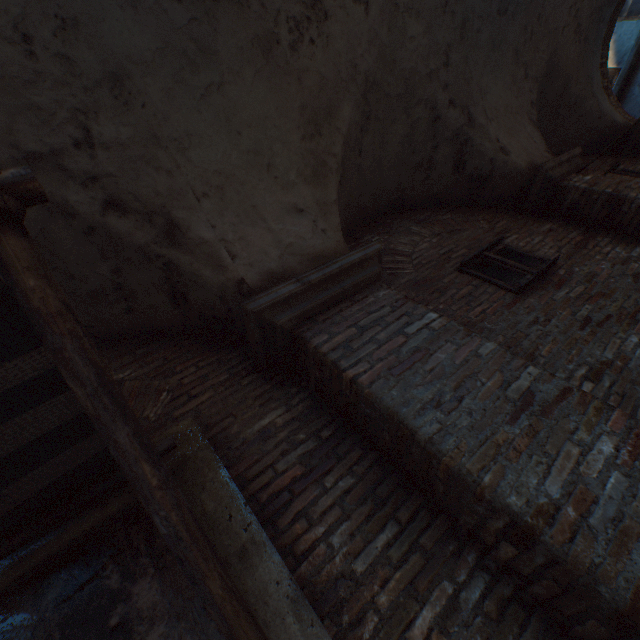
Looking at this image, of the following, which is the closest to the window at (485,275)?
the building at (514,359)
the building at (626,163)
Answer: the building at (626,163)

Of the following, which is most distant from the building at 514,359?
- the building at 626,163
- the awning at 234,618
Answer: the awning at 234,618

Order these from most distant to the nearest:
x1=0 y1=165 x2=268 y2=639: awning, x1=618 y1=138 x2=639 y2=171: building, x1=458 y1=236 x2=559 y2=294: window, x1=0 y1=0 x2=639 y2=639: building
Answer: x1=618 y1=138 x2=639 y2=171: building
x1=458 y1=236 x2=559 y2=294: window
x1=0 y1=0 x2=639 y2=639: building
x1=0 y1=165 x2=268 y2=639: awning

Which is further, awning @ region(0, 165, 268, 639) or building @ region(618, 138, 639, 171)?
building @ region(618, 138, 639, 171)

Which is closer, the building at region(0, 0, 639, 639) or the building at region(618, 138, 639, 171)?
the building at region(0, 0, 639, 639)

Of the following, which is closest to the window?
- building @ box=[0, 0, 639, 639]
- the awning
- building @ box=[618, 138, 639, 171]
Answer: building @ box=[618, 138, 639, 171]

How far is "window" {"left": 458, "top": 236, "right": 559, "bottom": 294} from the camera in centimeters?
365cm

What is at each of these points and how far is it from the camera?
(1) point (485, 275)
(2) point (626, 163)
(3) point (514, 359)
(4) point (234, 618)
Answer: (1) window, 3.8m
(2) building, 7.1m
(3) building, 2.2m
(4) awning, 0.8m
